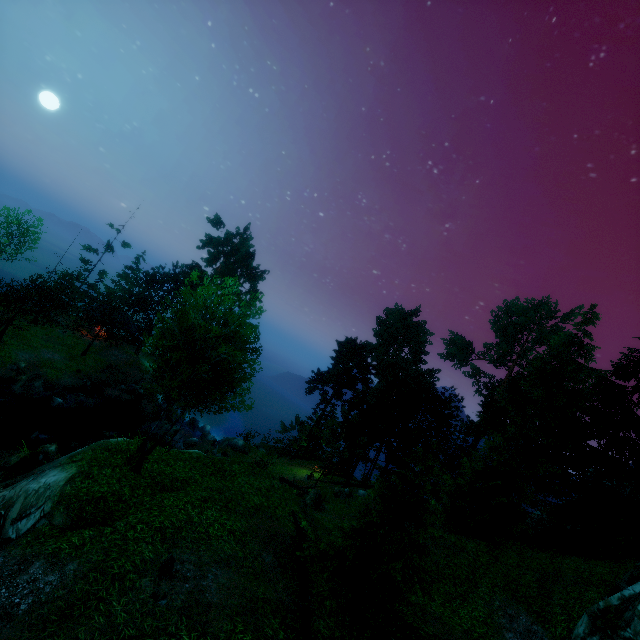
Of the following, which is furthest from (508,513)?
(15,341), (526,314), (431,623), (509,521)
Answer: (15,341)

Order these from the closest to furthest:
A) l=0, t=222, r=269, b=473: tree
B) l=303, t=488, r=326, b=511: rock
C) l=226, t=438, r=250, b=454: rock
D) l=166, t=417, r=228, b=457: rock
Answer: l=0, t=222, r=269, b=473: tree, l=303, t=488, r=326, b=511: rock, l=166, t=417, r=228, b=457: rock, l=226, t=438, r=250, b=454: rock

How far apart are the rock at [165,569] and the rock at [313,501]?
15.7 meters

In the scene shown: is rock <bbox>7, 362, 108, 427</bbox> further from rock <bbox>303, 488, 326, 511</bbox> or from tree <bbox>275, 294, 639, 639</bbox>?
rock <bbox>303, 488, 326, 511</bbox>

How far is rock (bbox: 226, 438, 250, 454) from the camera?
32.31m

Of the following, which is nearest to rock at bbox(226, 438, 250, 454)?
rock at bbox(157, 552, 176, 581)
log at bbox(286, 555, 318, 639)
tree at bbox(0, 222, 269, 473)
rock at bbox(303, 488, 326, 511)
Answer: tree at bbox(0, 222, 269, 473)

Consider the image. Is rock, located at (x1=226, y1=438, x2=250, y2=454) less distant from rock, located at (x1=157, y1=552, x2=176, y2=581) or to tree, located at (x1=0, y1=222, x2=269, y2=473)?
tree, located at (x1=0, y1=222, x2=269, y2=473)

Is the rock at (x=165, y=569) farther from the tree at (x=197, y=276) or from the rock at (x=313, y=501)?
the rock at (x=313, y=501)
